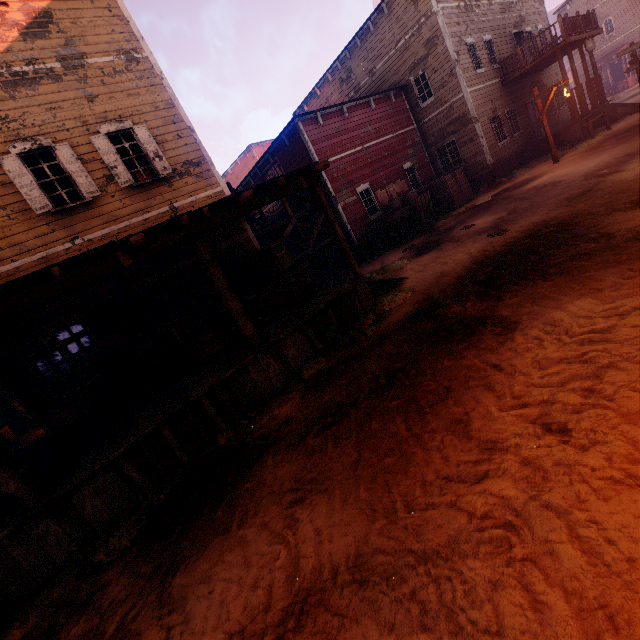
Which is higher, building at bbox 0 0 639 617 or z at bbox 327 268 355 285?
building at bbox 0 0 639 617

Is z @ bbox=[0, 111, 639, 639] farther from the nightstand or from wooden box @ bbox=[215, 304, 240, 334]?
the nightstand

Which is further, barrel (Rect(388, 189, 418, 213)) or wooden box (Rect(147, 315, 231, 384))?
barrel (Rect(388, 189, 418, 213))

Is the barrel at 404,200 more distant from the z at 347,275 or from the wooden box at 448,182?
the wooden box at 448,182

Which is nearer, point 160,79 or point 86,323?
point 86,323

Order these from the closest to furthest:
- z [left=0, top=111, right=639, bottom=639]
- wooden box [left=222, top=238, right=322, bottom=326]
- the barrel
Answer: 1. z [left=0, top=111, right=639, bottom=639]
2. wooden box [left=222, top=238, right=322, bottom=326]
3. the barrel

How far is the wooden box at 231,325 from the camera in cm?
902

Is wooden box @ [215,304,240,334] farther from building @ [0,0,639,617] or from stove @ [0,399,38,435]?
stove @ [0,399,38,435]
